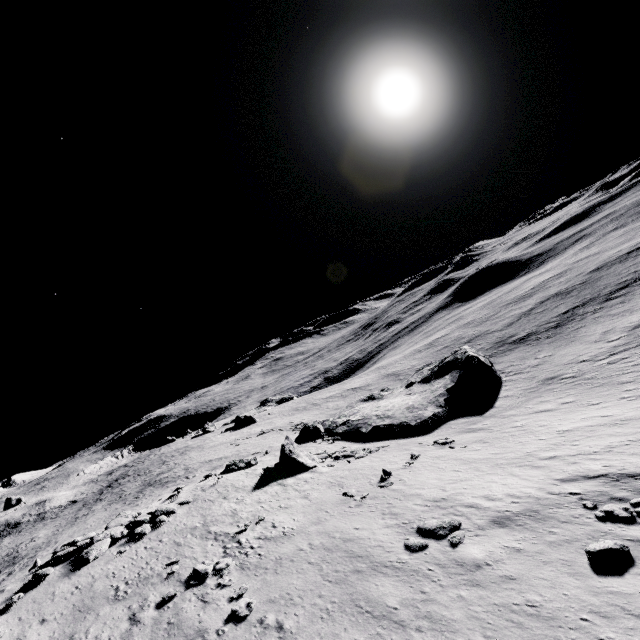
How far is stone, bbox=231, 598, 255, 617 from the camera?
13.0m

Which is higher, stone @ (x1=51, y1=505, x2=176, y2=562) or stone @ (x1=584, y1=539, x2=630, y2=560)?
stone @ (x1=51, y1=505, x2=176, y2=562)

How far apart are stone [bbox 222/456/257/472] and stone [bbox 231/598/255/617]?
18.0 meters

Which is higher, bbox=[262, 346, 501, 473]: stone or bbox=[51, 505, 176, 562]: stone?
bbox=[51, 505, 176, 562]: stone

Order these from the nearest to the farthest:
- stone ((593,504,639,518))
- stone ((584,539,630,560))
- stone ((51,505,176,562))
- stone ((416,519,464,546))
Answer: stone ((584,539,630,560)), stone ((593,504,639,518)), stone ((416,519,464,546)), stone ((51,505,176,562))

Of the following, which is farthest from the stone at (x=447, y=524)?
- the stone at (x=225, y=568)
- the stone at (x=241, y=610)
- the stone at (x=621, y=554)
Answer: the stone at (x=225, y=568)

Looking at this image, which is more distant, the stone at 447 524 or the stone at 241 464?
the stone at 241 464

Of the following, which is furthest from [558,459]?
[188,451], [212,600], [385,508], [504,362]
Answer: [188,451]
